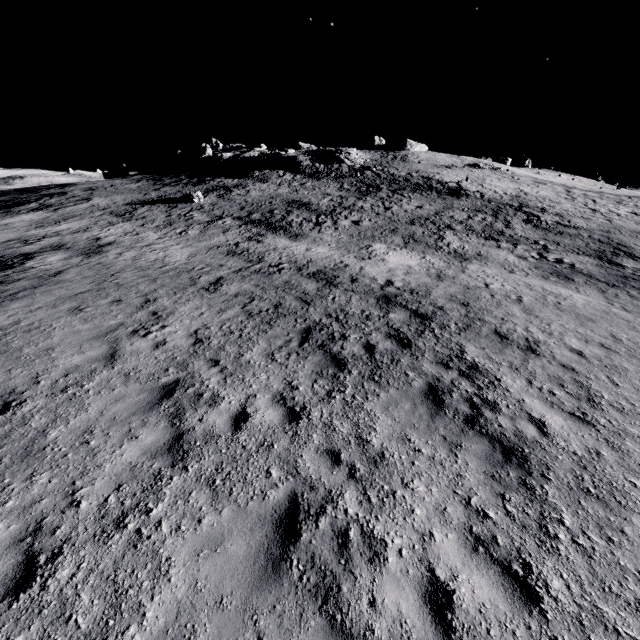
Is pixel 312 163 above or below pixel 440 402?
above

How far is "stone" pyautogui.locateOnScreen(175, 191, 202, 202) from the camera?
33.38m

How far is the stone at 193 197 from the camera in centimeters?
3338cm
